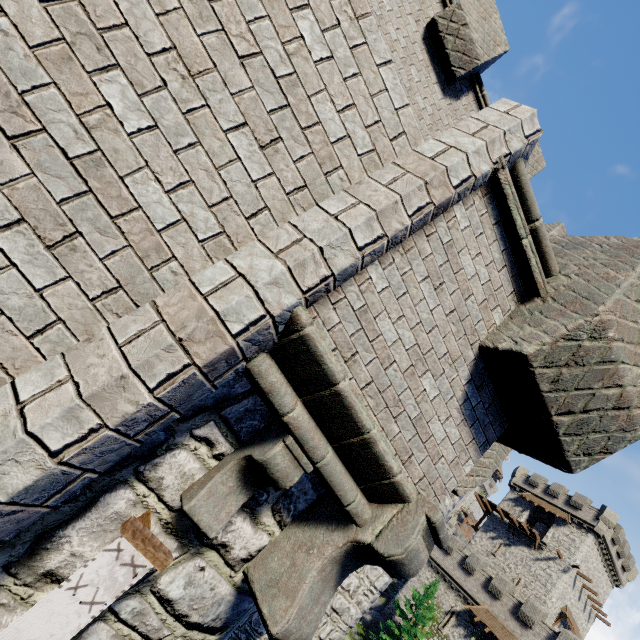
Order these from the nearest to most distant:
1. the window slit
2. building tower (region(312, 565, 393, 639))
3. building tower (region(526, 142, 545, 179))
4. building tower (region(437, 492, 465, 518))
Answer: building tower (region(312, 565, 393, 639))
building tower (region(526, 142, 545, 179))
building tower (region(437, 492, 465, 518))
the window slit

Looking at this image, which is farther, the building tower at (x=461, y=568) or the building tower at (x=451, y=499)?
the building tower at (x=461, y=568)

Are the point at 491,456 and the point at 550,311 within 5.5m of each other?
yes

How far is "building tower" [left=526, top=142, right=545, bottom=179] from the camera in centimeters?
837cm

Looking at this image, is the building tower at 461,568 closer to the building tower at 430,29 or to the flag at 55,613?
the building tower at 430,29

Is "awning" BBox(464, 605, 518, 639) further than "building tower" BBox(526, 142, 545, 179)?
Yes

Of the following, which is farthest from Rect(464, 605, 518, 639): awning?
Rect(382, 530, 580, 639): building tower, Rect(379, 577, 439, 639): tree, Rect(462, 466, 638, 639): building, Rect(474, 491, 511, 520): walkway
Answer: Rect(474, 491, 511, 520): walkway

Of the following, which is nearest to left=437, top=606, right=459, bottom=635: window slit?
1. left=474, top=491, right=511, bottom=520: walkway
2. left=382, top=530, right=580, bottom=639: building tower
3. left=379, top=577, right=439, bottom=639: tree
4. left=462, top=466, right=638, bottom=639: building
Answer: left=382, top=530, right=580, bottom=639: building tower
